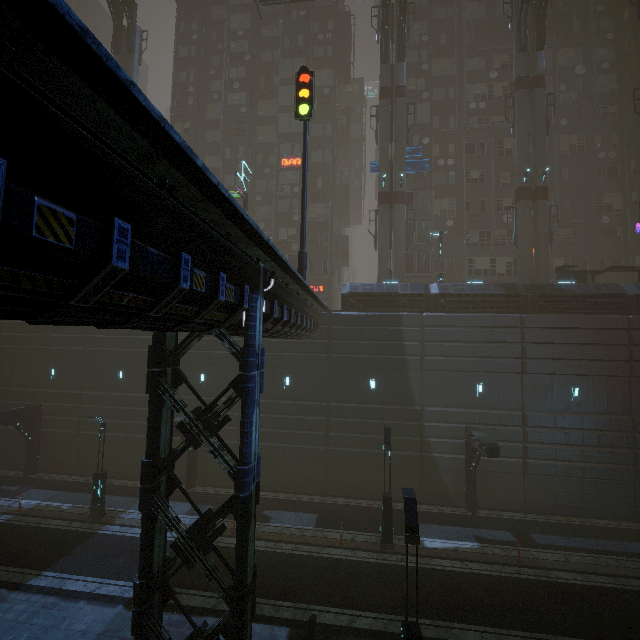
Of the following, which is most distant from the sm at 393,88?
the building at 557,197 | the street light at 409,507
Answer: the street light at 409,507

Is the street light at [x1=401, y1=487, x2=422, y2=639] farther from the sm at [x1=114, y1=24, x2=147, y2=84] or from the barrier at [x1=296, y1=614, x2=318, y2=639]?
the sm at [x1=114, y1=24, x2=147, y2=84]

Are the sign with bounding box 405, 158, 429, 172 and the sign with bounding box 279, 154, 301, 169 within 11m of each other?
yes

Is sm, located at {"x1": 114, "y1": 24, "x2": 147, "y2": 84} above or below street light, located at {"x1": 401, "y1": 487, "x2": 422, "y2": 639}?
above

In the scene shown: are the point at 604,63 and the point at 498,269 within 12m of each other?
no

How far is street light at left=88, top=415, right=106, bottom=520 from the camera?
17.3m

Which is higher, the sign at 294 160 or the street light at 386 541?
the sign at 294 160

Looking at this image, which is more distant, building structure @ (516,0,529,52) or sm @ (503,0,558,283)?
building structure @ (516,0,529,52)
